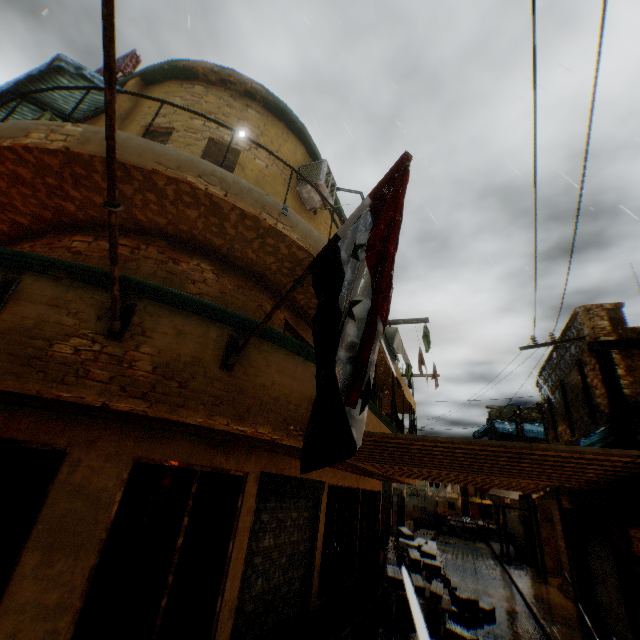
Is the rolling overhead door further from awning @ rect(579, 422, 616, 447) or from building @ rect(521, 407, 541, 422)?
awning @ rect(579, 422, 616, 447)

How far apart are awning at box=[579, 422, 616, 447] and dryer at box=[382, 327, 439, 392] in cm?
271

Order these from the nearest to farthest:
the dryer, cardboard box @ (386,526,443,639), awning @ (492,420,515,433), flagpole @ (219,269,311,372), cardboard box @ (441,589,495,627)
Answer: cardboard box @ (386,526,443,639)
flagpole @ (219,269,311,372)
the dryer
cardboard box @ (441,589,495,627)
awning @ (492,420,515,433)

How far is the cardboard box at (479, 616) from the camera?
9.48m

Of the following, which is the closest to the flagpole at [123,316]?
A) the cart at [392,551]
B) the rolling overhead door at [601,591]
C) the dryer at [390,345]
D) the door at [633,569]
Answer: the door at [633,569]

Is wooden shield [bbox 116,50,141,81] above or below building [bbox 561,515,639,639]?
above

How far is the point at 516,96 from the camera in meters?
8.5 m

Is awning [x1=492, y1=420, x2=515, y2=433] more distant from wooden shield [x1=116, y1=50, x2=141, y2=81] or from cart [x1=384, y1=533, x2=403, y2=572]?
wooden shield [x1=116, y1=50, x2=141, y2=81]
